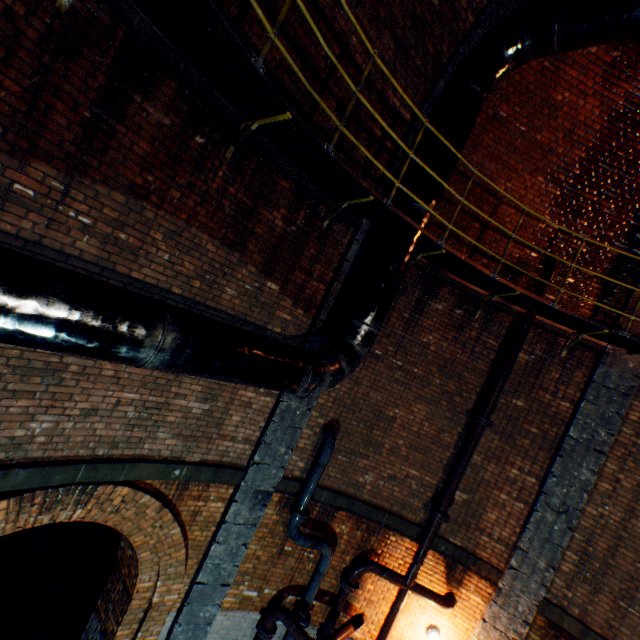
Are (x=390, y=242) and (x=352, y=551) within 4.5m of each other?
no

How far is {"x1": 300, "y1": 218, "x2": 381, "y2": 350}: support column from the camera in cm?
559

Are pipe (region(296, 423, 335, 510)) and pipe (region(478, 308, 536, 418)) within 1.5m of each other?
no

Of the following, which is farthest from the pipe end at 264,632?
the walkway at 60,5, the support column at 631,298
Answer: the support column at 631,298

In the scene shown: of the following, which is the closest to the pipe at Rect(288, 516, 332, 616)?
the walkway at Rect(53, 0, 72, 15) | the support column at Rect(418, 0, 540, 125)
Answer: the walkway at Rect(53, 0, 72, 15)

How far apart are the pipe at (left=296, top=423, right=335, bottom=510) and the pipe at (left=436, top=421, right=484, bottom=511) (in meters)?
2.37

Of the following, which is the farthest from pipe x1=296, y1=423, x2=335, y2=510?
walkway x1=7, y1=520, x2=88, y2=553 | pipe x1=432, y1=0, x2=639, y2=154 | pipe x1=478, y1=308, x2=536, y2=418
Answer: walkway x1=7, y1=520, x2=88, y2=553

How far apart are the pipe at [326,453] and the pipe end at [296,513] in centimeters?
2cm
